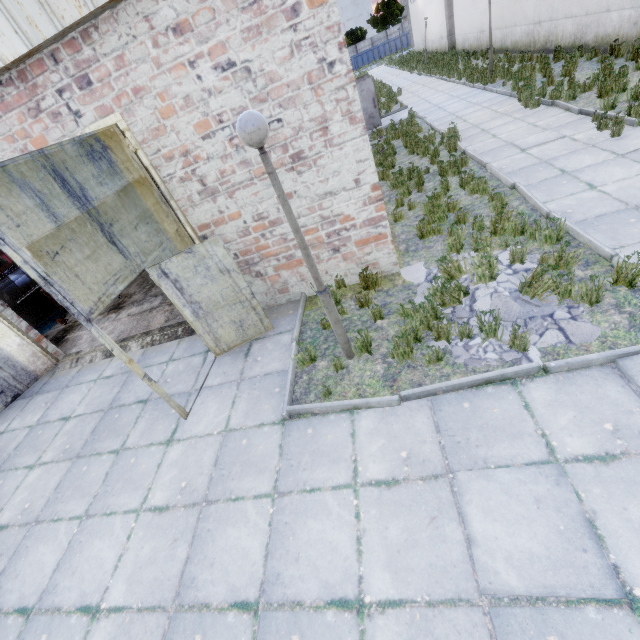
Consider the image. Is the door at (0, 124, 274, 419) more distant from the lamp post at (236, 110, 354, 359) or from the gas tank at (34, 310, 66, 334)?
the gas tank at (34, 310, 66, 334)

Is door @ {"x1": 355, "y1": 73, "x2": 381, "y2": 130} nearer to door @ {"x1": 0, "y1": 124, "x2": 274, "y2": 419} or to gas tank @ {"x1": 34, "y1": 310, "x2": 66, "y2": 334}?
door @ {"x1": 0, "y1": 124, "x2": 274, "y2": 419}

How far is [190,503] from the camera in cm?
412

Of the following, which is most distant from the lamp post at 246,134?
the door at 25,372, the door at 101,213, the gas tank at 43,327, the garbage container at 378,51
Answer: the garbage container at 378,51

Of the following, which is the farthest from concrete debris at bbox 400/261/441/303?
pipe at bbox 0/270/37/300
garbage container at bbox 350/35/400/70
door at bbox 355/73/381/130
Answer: garbage container at bbox 350/35/400/70

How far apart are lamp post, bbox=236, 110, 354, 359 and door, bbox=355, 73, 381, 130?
15.5m

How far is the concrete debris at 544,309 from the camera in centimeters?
401cm

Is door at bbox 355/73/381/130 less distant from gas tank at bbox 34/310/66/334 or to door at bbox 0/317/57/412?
gas tank at bbox 34/310/66/334
